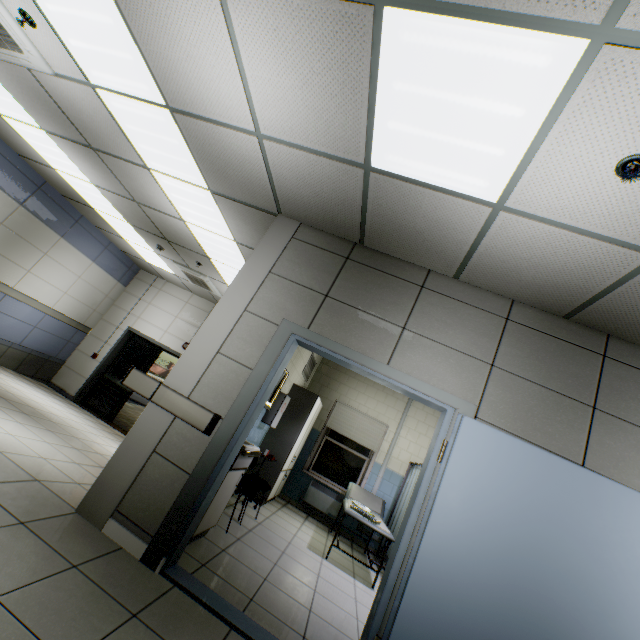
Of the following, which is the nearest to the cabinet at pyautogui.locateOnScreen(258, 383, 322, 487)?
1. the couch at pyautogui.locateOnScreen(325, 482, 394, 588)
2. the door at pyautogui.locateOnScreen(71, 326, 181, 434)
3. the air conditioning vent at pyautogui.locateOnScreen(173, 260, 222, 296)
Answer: the couch at pyautogui.locateOnScreen(325, 482, 394, 588)

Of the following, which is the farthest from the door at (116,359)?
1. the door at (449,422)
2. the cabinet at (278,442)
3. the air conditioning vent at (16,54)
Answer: the air conditioning vent at (16,54)

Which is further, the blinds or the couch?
the blinds

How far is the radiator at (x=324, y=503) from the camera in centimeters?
666cm

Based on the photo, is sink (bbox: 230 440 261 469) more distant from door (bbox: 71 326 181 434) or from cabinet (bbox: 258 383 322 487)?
door (bbox: 71 326 181 434)

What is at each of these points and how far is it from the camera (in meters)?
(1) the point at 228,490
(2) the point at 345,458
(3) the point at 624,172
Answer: (1) cabinet, 3.35
(2) window, 7.29
(3) fire alarm, 1.72

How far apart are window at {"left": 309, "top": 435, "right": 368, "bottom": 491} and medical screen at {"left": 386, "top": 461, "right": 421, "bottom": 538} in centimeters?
89cm

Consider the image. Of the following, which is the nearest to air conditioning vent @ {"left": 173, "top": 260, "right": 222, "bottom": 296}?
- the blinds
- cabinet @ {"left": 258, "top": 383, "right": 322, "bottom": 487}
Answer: cabinet @ {"left": 258, "top": 383, "right": 322, "bottom": 487}
